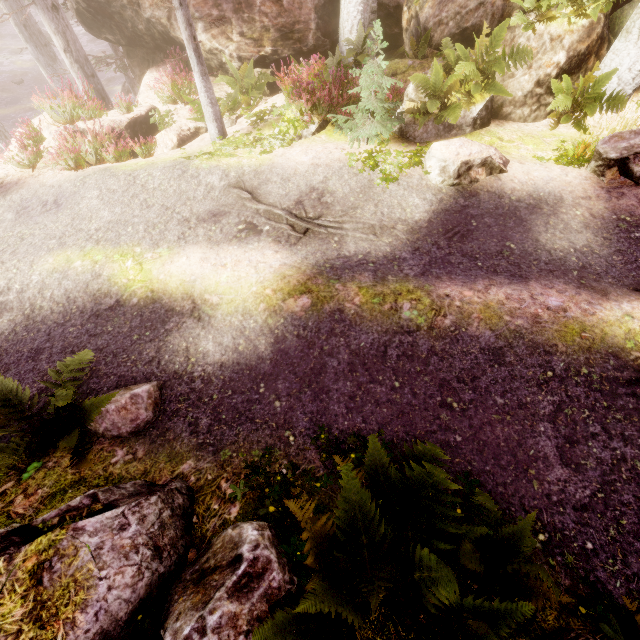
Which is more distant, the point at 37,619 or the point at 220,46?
the point at 220,46

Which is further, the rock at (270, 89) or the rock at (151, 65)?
the rock at (270, 89)

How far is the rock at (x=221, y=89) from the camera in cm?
1115

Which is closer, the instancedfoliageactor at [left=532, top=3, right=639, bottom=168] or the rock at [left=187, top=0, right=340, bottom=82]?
the instancedfoliageactor at [left=532, top=3, right=639, bottom=168]

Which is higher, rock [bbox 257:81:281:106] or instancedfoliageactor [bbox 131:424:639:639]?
instancedfoliageactor [bbox 131:424:639:639]

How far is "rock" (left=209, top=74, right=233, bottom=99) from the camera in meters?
11.1

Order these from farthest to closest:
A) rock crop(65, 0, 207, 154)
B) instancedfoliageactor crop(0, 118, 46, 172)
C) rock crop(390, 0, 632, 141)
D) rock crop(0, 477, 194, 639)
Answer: rock crop(65, 0, 207, 154), instancedfoliageactor crop(0, 118, 46, 172), rock crop(390, 0, 632, 141), rock crop(0, 477, 194, 639)
